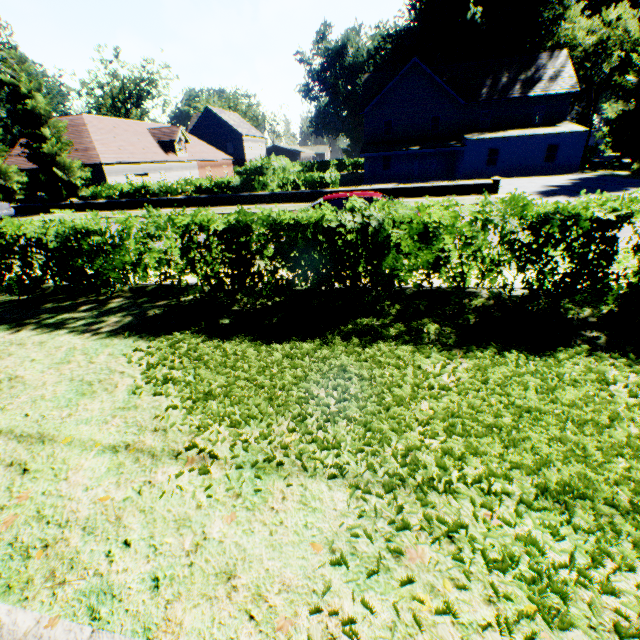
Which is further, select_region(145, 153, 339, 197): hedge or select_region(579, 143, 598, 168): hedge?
select_region(579, 143, 598, 168): hedge

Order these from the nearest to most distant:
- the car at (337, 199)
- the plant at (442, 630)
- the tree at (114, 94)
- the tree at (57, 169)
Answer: the plant at (442, 630)
the car at (337, 199)
the tree at (57, 169)
the tree at (114, 94)

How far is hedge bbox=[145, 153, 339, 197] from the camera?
21.4m

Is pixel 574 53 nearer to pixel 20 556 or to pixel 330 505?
pixel 330 505

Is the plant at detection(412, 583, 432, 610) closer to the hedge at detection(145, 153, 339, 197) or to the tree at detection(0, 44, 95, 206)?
the tree at detection(0, 44, 95, 206)

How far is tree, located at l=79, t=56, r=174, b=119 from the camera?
45.7m

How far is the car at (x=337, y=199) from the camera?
8.8m

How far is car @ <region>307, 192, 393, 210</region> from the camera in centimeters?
878cm
